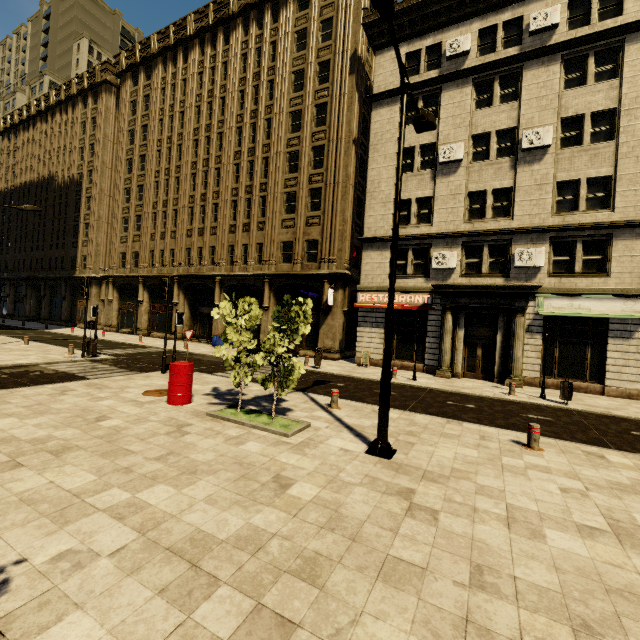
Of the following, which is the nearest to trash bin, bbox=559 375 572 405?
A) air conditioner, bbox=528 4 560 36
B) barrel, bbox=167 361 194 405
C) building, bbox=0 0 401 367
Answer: building, bbox=0 0 401 367

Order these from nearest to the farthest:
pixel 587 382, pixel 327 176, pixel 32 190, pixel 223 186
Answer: pixel 587 382, pixel 327 176, pixel 223 186, pixel 32 190

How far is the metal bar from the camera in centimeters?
718cm

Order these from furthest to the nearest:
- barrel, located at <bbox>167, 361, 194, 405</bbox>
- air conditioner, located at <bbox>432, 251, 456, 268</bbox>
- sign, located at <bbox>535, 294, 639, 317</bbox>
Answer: air conditioner, located at <bbox>432, 251, 456, 268</bbox>, sign, located at <bbox>535, 294, 639, 317</bbox>, barrel, located at <bbox>167, 361, 194, 405</bbox>

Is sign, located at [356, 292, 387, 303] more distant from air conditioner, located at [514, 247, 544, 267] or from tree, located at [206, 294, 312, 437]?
tree, located at [206, 294, 312, 437]

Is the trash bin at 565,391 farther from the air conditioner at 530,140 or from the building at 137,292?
the air conditioner at 530,140

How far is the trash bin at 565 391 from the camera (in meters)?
12.16

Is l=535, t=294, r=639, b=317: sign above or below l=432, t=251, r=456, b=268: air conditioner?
below
